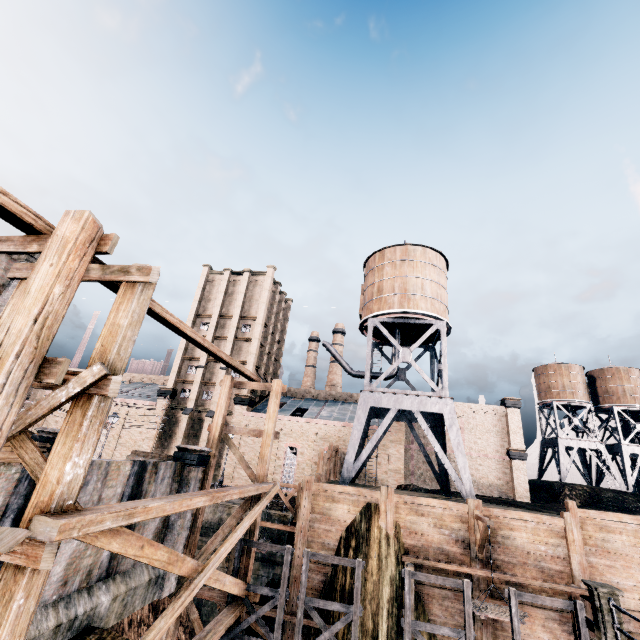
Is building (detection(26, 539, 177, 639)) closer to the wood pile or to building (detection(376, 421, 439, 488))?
the wood pile

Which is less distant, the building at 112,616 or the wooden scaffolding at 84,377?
the wooden scaffolding at 84,377

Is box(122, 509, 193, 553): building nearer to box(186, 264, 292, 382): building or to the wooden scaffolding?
the wooden scaffolding

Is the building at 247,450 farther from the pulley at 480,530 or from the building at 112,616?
the building at 112,616

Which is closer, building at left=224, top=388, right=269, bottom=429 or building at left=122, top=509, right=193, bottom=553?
building at left=122, top=509, right=193, bottom=553

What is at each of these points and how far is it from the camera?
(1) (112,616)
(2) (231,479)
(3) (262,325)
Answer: (1) building, 12.1m
(2) building, 36.5m
(3) building, 44.7m

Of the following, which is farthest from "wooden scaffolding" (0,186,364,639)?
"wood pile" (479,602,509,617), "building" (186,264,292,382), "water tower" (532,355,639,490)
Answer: "water tower" (532,355,639,490)
